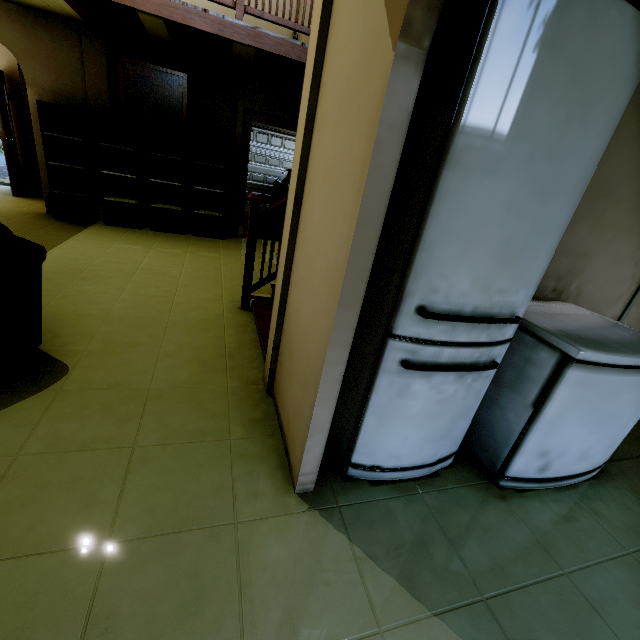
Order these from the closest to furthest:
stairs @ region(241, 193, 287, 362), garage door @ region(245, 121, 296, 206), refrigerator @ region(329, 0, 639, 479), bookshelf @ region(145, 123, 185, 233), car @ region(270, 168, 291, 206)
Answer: Result: refrigerator @ region(329, 0, 639, 479), stairs @ region(241, 193, 287, 362), bookshelf @ region(145, 123, 185, 233), car @ region(270, 168, 291, 206), garage door @ region(245, 121, 296, 206)

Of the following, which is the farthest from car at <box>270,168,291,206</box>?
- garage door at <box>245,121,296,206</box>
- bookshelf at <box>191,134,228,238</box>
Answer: bookshelf at <box>191,134,228,238</box>

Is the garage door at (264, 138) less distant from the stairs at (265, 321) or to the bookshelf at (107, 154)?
the bookshelf at (107, 154)

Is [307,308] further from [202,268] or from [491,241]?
[202,268]

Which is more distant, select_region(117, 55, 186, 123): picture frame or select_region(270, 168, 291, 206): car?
select_region(270, 168, 291, 206): car

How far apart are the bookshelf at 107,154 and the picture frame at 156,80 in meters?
0.1 m

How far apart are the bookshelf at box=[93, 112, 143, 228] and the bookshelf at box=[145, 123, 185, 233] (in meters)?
0.15

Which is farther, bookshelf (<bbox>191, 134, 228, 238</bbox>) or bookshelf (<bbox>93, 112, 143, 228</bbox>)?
bookshelf (<bbox>191, 134, 228, 238</bbox>)
